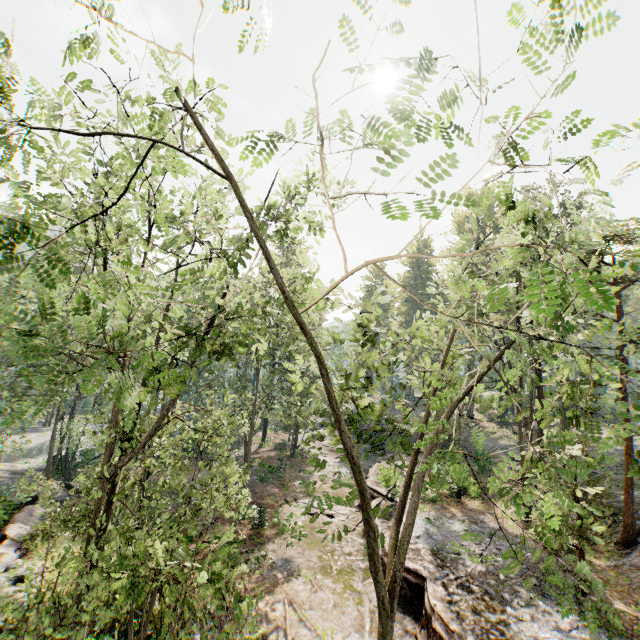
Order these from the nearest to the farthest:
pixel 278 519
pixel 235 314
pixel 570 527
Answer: pixel 235 314, pixel 570 527, pixel 278 519

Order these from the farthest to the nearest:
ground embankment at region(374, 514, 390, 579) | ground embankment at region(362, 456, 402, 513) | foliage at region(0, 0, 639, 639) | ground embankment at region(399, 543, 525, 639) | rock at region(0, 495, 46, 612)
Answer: ground embankment at region(362, 456, 402, 513) < ground embankment at region(374, 514, 390, 579) < rock at region(0, 495, 46, 612) < ground embankment at region(399, 543, 525, 639) < foliage at region(0, 0, 639, 639)

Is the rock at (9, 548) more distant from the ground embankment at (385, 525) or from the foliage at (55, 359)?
the ground embankment at (385, 525)

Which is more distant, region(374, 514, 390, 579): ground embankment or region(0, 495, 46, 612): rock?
region(374, 514, 390, 579): ground embankment

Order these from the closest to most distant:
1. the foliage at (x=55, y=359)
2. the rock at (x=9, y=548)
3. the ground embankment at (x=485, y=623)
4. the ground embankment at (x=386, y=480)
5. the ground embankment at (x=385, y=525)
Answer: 1. the foliage at (x=55, y=359)
2. the ground embankment at (x=485, y=623)
3. the rock at (x=9, y=548)
4. the ground embankment at (x=385, y=525)
5. the ground embankment at (x=386, y=480)

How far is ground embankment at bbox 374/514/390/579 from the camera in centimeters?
1588cm

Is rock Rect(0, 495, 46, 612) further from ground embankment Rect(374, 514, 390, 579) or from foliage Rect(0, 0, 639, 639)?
ground embankment Rect(374, 514, 390, 579)
